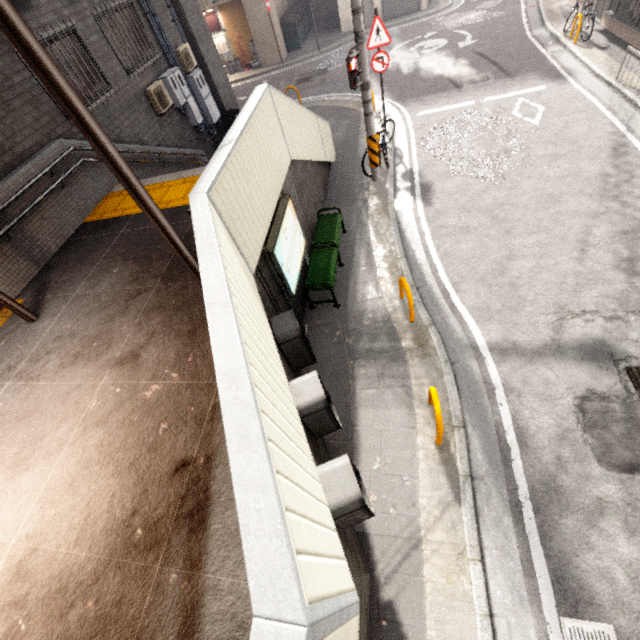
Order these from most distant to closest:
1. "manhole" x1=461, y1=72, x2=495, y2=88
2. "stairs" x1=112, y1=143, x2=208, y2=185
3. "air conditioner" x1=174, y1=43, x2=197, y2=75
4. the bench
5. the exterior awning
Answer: "manhole" x1=461, y1=72, x2=495, y2=88 → "air conditioner" x1=174, y1=43, x2=197, y2=75 → "stairs" x1=112, y1=143, x2=208, y2=185 → the bench → the exterior awning

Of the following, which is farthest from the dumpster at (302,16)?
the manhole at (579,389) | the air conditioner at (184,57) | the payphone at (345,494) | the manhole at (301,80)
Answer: the payphone at (345,494)

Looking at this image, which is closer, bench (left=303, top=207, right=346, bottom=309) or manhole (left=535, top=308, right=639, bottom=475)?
manhole (left=535, top=308, right=639, bottom=475)

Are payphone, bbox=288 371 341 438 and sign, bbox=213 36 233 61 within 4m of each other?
no

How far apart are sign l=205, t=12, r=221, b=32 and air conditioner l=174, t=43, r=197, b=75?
11.8m

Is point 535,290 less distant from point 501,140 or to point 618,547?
point 618,547

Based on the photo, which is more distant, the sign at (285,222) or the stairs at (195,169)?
the stairs at (195,169)

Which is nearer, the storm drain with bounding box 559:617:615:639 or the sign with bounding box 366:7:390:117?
the storm drain with bounding box 559:617:615:639
